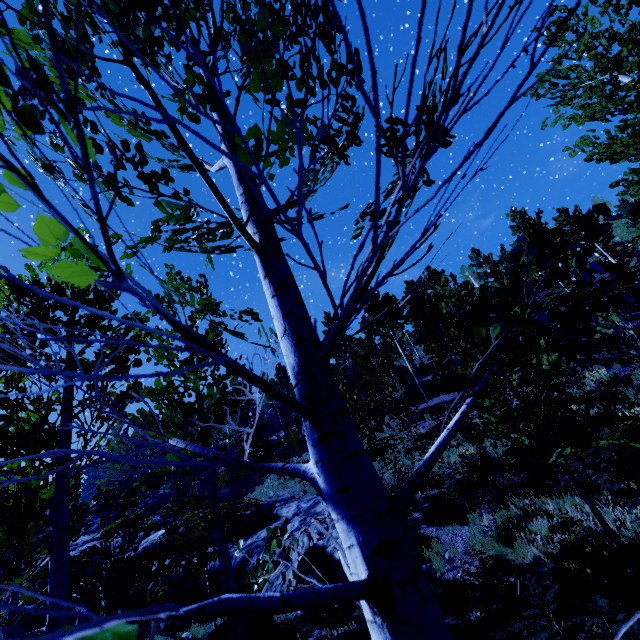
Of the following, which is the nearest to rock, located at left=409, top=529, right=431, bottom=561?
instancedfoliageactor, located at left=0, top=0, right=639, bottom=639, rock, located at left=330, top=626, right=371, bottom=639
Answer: instancedfoliageactor, located at left=0, top=0, right=639, bottom=639

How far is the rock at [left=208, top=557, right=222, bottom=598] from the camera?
11.0 meters

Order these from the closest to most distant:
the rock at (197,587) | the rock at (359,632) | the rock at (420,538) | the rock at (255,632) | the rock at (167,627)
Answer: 1. the rock at (359,632)
2. the rock at (255,632)
3. the rock at (420,538)
4. the rock at (167,627)
5. the rock at (197,587)

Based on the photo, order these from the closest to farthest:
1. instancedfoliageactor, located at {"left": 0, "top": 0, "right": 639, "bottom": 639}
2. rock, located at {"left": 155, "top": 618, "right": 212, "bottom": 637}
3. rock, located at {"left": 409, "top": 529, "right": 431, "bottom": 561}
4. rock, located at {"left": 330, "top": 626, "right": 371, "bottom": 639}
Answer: instancedfoliageactor, located at {"left": 0, "top": 0, "right": 639, "bottom": 639} → rock, located at {"left": 330, "top": 626, "right": 371, "bottom": 639} → rock, located at {"left": 409, "top": 529, "right": 431, "bottom": 561} → rock, located at {"left": 155, "top": 618, "right": 212, "bottom": 637}

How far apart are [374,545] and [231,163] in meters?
1.6

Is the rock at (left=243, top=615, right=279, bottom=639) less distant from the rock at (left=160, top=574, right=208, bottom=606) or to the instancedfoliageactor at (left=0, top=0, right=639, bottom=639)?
the rock at (left=160, top=574, right=208, bottom=606)

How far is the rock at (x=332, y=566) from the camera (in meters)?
8.66

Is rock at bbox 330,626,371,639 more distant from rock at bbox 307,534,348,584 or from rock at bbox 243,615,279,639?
rock at bbox 243,615,279,639
